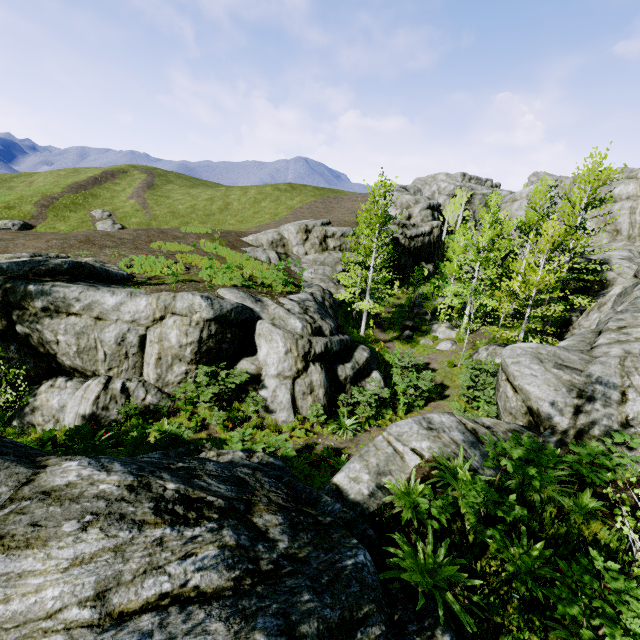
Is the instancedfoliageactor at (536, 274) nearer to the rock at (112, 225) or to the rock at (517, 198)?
the rock at (517, 198)

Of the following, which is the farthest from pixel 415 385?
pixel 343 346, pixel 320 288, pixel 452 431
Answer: pixel 320 288

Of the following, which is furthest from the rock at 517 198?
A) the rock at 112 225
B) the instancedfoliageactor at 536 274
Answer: the rock at 112 225

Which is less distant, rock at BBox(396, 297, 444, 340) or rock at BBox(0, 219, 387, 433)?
rock at BBox(0, 219, 387, 433)

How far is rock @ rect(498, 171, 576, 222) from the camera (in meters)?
35.91

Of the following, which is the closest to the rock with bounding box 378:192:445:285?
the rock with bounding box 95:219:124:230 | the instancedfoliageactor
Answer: the instancedfoliageactor

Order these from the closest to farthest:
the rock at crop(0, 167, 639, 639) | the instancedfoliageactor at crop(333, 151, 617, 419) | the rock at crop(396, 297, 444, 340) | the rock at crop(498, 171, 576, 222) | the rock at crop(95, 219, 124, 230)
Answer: the rock at crop(0, 167, 639, 639) → the instancedfoliageactor at crop(333, 151, 617, 419) → the rock at crop(396, 297, 444, 340) → the rock at crop(498, 171, 576, 222) → the rock at crop(95, 219, 124, 230)
